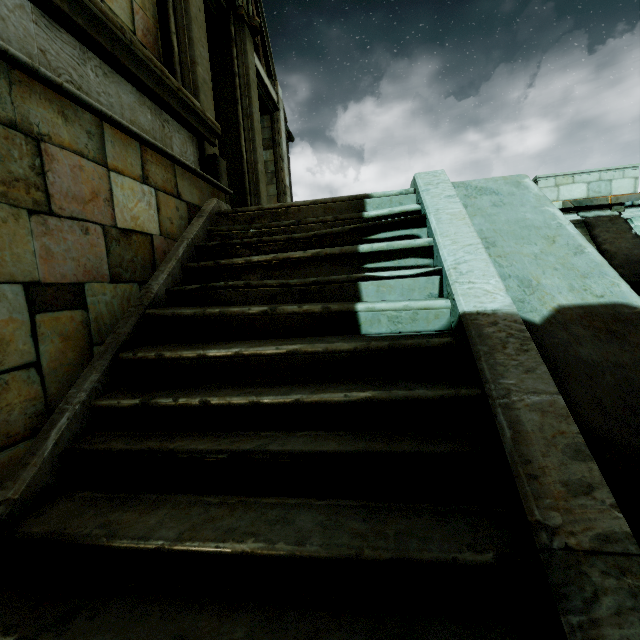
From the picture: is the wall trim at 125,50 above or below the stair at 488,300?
above

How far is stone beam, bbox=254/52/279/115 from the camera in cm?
795

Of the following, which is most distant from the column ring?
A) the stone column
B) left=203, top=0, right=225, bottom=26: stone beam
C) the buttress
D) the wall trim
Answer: the stone column

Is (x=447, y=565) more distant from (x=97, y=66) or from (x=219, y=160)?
(x=219, y=160)

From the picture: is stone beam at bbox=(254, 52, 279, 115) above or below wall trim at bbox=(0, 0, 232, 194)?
above

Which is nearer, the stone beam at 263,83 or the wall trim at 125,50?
the wall trim at 125,50

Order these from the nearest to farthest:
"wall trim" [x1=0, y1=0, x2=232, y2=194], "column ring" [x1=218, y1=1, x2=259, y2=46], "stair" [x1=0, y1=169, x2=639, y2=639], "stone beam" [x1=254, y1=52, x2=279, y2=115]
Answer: "stair" [x1=0, y1=169, x2=639, y2=639], "wall trim" [x1=0, y1=0, x2=232, y2=194], "column ring" [x1=218, y1=1, x2=259, y2=46], "stone beam" [x1=254, y1=52, x2=279, y2=115]

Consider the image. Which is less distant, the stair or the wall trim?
the stair
